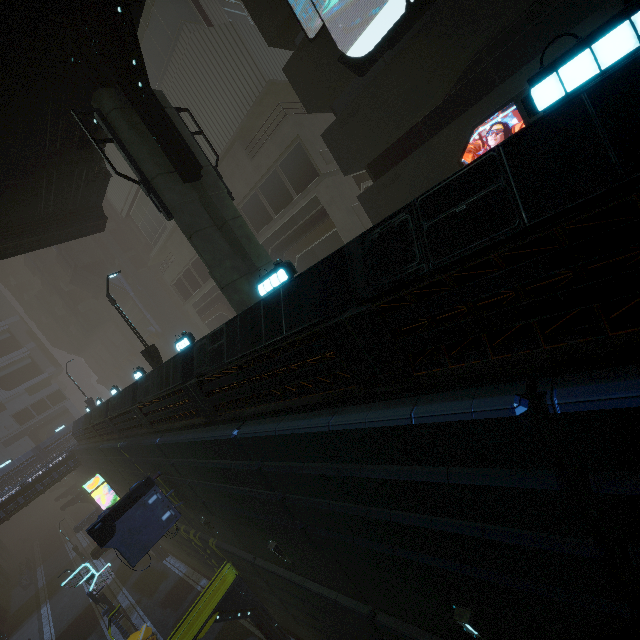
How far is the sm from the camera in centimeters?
884cm

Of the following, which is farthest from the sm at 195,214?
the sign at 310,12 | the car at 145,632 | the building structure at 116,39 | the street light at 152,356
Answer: the car at 145,632

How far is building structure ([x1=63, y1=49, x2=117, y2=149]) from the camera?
9.5m

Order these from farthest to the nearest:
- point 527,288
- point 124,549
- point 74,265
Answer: point 74,265
point 124,549
point 527,288

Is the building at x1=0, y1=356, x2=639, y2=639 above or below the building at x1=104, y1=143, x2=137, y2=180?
below

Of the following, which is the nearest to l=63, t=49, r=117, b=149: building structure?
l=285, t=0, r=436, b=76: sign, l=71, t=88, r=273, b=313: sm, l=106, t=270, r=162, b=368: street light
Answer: l=71, t=88, r=273, b=313: sm

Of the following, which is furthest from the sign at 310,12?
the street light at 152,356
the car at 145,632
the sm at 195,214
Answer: the car at 145,632
